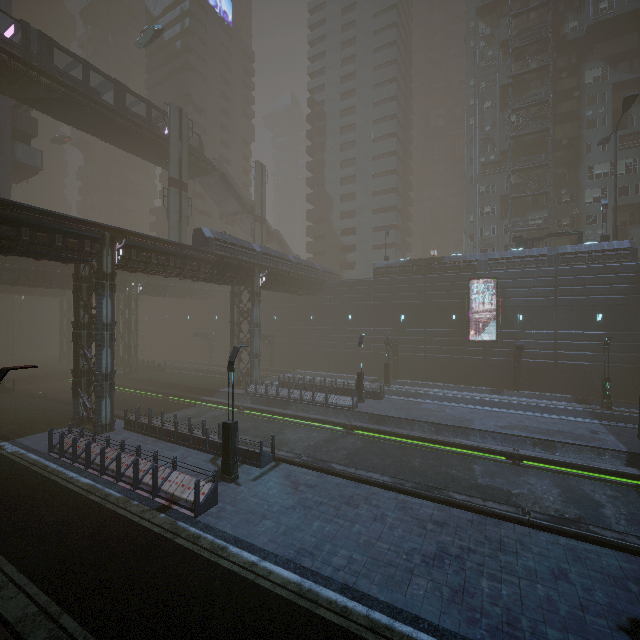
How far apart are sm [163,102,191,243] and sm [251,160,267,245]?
10.4 meters

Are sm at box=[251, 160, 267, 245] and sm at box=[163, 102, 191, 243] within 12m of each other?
yes

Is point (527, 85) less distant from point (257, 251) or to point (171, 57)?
point (257, 251)

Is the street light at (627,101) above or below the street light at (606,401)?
above

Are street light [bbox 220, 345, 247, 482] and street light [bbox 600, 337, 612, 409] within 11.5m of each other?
no

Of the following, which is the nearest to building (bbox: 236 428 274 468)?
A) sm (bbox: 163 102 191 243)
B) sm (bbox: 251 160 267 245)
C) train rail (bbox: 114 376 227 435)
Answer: train rail (bbox: 114 376 227 435)

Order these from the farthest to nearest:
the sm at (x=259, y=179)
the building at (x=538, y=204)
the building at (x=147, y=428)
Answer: the sm at (x=259, y=179) < the building at (x=538, y=204) < the building at (x=147, y=428)

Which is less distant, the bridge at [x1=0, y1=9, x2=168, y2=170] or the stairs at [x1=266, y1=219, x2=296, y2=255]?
the bridge at [x1=0, y1=9, x2=168, y2=170]
